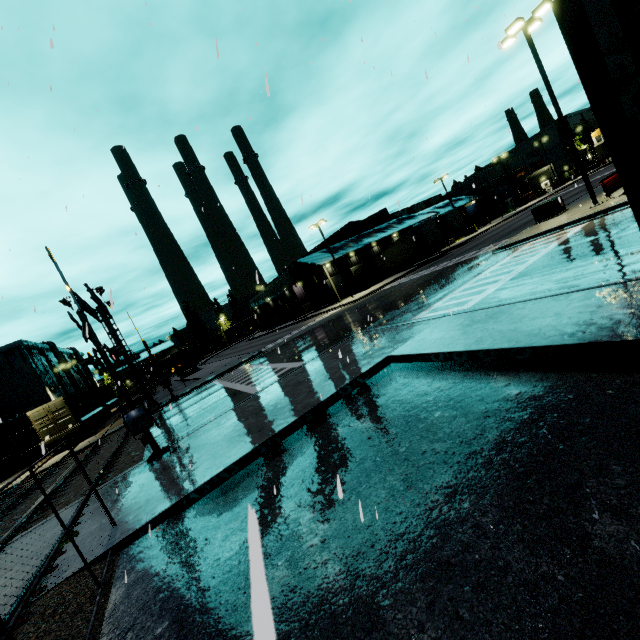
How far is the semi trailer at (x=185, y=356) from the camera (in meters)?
44.22

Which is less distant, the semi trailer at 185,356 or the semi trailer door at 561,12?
the semi trailer door at 561,12

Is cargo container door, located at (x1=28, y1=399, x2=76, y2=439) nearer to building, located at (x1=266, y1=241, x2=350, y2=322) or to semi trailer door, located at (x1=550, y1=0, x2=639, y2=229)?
building, located at (x1=266, y1=241, x2=350, y2=322)

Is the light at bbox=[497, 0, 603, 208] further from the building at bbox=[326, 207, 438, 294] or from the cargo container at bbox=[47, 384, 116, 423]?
the cargo container at bbox=[47, 384, 116, 423]

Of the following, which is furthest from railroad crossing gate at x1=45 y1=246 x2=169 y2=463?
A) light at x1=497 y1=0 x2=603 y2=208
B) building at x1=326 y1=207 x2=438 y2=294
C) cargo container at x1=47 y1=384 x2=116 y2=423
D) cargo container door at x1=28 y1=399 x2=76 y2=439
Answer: light at x1=497 y1=0 x2=603 y2=208

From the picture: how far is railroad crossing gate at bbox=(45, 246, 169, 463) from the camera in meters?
9.4

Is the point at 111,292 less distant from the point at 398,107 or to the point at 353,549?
the point at 353,549

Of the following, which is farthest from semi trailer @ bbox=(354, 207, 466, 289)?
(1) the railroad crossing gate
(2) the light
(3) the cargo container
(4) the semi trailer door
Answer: (2) the light
